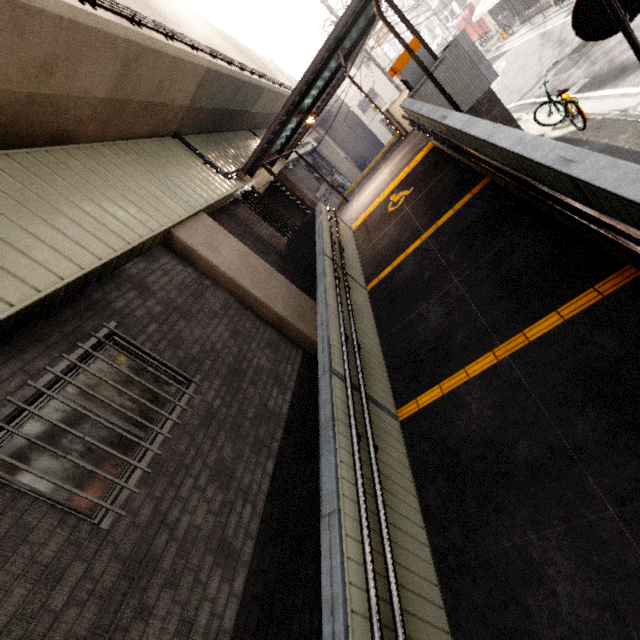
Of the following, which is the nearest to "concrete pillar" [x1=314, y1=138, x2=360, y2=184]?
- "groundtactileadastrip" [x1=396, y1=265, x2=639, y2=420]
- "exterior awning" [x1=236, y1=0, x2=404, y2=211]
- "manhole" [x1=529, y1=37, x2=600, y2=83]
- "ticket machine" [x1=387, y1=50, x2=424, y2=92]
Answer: "exterior awning" [x1=236, y1=0, x2=404, y2=211]

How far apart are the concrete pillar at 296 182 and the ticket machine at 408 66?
6.2m

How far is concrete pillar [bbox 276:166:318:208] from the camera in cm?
1351

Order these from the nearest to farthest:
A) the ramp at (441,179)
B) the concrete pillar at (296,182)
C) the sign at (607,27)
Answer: the ramp at (441,179)
the sign at (607,27)
the concrete pillar at (296,182)

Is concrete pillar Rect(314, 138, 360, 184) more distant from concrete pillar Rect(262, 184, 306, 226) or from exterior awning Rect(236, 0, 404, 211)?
exterior awning Rect(236, 0, 404, 211)

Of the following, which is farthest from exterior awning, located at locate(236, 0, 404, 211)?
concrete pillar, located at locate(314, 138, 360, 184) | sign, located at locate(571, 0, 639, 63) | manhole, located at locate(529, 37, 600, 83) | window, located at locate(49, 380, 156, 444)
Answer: concrete pillar, located at locate(314, 138, 360, 184)

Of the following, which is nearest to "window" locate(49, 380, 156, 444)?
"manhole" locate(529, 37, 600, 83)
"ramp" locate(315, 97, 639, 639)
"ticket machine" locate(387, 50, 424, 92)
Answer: "ramp" locate(315, 97, 639, 639)

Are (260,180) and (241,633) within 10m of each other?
no
